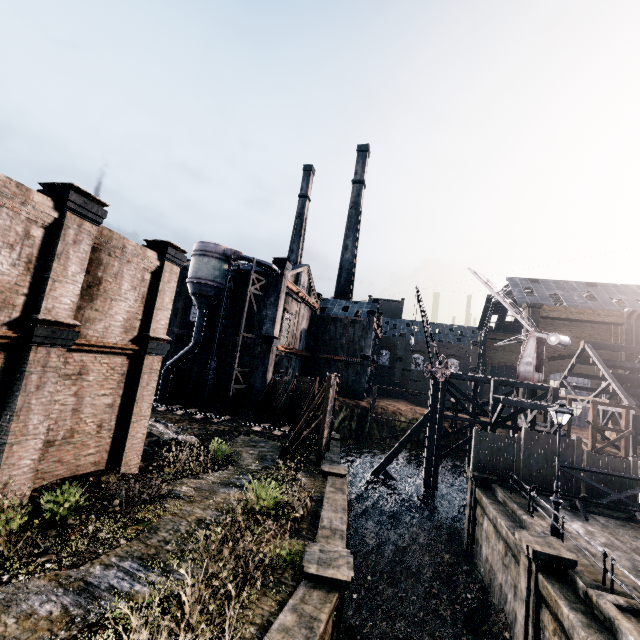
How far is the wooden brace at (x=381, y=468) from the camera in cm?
2714

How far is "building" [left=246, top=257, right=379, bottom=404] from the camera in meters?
34.5

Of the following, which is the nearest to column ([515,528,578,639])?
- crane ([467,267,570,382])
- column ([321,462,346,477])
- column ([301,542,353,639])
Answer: column ([301,542,353,639])

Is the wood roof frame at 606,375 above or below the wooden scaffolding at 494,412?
above

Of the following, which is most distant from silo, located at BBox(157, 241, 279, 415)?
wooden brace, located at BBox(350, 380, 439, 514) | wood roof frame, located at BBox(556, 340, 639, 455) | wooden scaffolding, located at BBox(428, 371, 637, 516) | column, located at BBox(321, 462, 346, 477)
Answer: wood roof frame, located at BBox(556, 340, 639, 455)

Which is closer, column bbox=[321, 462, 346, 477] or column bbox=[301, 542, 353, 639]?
column bbox=[301, 542, 353, 639]

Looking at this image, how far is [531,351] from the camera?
27.8 meters

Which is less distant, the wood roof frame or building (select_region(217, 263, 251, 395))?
the wood roof frame
